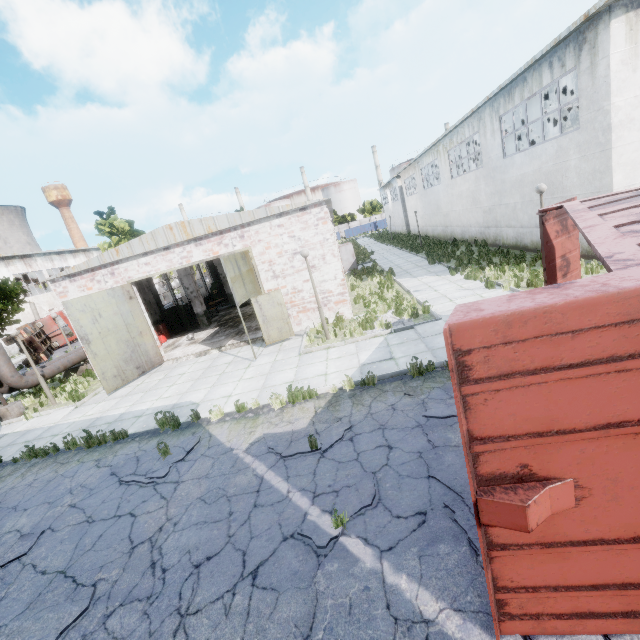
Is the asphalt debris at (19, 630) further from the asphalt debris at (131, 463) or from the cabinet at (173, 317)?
the cabinet at (173, 317)

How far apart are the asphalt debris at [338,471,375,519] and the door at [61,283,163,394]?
11.25m

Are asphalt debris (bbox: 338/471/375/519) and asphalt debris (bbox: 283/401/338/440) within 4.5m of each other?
yes

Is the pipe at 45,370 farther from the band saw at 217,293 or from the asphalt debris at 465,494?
the asphalt debris at 465,494

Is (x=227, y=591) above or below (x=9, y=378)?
below

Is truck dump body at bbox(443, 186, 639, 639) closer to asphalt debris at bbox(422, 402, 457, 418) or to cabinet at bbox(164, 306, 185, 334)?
asphalt debris at bbox(422, 402, 457, 418)

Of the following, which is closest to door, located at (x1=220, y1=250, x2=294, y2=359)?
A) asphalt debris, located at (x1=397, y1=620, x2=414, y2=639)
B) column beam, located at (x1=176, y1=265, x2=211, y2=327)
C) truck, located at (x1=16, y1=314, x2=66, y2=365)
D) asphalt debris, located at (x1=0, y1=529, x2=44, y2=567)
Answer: column beam, located at (x1=176, y1=265, x2=211, y2=327)

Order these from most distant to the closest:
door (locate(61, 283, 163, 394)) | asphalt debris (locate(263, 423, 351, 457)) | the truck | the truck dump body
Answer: the truck, door (locate(61, 283, 163, 394)), asphalt debris (locate(263, 423, 351, 457)), the truck dump body
